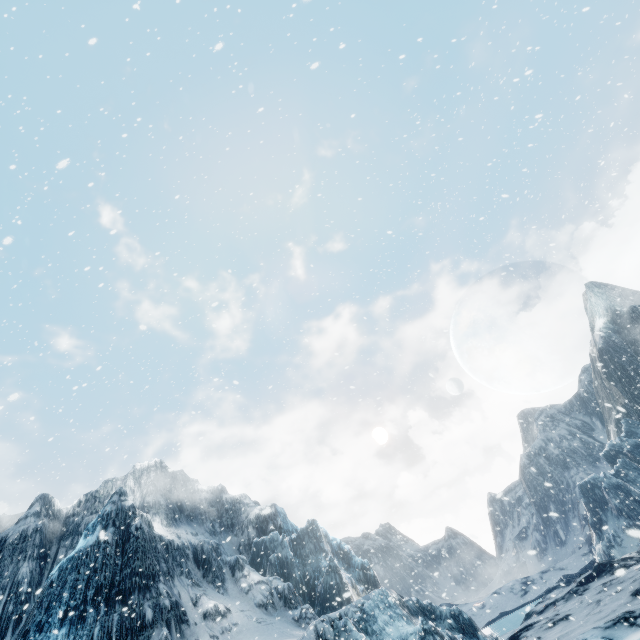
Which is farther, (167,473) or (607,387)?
(607,387)
